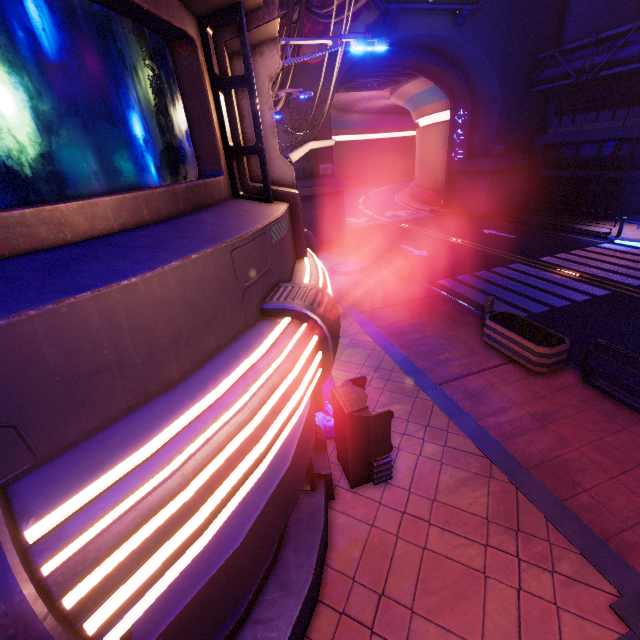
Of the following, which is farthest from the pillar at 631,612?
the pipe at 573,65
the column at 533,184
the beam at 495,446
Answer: the column at 533,184

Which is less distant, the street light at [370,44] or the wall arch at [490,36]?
the street light at [370,44]

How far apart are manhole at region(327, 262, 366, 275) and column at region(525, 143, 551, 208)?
18.5m

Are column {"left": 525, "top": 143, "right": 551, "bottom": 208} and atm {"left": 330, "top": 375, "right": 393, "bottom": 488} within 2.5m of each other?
no

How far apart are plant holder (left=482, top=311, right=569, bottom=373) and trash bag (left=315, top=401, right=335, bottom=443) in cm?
493

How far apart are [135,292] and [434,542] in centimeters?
597cm

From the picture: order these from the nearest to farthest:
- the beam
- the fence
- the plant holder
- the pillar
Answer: the pillar, the beam, the plant holder, the fence

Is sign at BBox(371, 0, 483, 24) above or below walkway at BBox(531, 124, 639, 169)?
above
